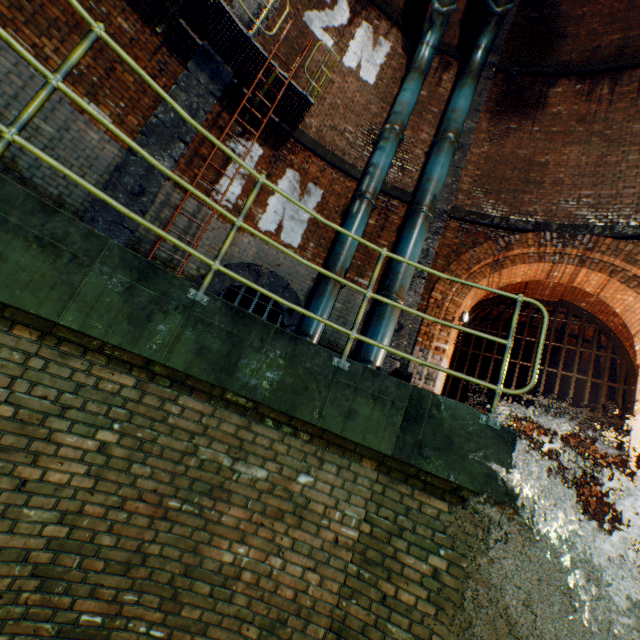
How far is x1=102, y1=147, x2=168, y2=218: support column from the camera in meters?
5.1

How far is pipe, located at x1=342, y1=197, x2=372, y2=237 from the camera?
6.68m

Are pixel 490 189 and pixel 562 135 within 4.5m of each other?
yes

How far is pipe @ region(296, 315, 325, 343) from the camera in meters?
6.0 m

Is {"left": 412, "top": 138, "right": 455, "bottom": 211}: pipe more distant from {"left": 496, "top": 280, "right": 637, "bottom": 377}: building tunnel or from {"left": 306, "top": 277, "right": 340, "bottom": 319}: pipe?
{"left": 306, "top": 277, "right": 340, "bottom": 319}: pipe

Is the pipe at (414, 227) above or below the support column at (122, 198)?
above

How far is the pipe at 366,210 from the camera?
6.7m

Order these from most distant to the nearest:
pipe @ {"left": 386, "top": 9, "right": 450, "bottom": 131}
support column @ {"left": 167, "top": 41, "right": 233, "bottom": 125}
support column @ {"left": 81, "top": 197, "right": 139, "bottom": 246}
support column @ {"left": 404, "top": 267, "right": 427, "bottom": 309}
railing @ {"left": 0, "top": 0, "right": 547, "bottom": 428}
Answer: pipe @ {"left": 386, "top": 9, "right": 450, "bottom": 131} → support column @ {"left": 404, "top": 267, "right": 427, "bottom": 309} → support column @ {"left": 167, "top": 41, "right": 233, "bottom": 125} → support column @ {"left": 81, "top": 197, "right": 139, "bottom": 246} → railing @ {"left": 0, "top": 0, "right": 547, "bottom": 428}
